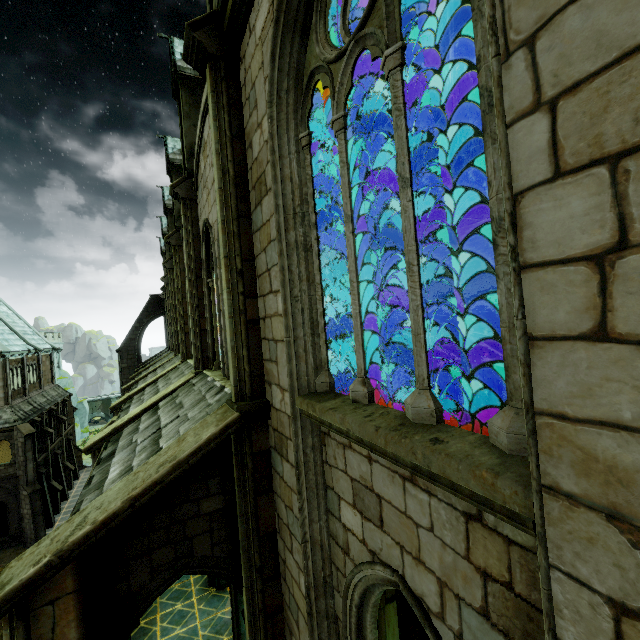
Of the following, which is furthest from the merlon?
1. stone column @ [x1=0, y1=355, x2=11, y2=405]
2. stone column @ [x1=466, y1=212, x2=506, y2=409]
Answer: stone column @ [x1=466, y1=212, x2=506, y2=409]

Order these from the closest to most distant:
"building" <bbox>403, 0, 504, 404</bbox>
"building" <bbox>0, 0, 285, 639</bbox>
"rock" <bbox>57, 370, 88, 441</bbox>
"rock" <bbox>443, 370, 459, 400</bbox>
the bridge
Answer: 1. "building" <bbox>0, 0, 285, 639</bbox>
2. "building" <bbox>403, 0, 504, 404</bbox>
3. "rock" <bbox>443, 370, 459, 400</bbox>
4. "rock" <bbox>57, 370, 88, 441</bbox>
5. the bridge

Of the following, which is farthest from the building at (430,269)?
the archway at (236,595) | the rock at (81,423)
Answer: the rock at (81,423)

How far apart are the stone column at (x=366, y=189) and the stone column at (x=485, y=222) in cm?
294

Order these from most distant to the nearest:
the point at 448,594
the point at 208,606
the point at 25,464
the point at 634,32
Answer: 1. the point at 25,464
2. the point at 208,606
3. the point at 448,594
4. the point at 634,32

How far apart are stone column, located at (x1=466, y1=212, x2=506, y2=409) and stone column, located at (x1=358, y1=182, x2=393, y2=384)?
2.94m

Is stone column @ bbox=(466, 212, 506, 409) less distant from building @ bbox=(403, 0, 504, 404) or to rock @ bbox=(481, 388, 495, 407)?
building @ bbox=(403, 0, 504, 404)

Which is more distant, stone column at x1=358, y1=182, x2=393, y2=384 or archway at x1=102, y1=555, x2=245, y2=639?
stone column at x1=358, y1=182, x2=393, y2=384
